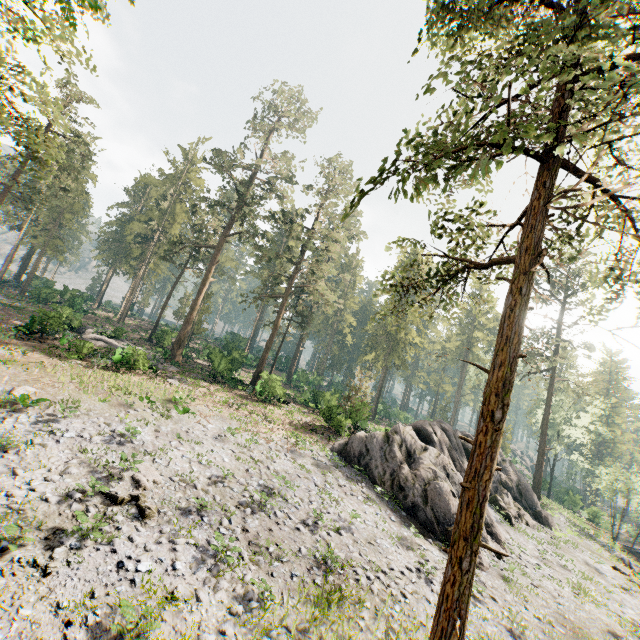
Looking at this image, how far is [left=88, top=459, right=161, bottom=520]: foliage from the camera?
11.5m

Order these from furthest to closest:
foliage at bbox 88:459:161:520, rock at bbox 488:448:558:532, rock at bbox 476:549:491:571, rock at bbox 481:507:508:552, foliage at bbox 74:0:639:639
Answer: rock at bbox 488:448:558:532 → rock at bbox 481:507:508:552 → rock at bbox 476:549:491:571 → foliage at bbox 88:459:161:520 → foliage at bbox 74:0:639:639

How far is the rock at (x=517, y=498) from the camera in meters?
26.1 m

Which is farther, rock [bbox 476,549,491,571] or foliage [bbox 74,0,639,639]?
rock [bbox 476,549,491,571]

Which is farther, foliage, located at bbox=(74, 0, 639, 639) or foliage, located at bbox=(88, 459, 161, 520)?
foliage, located at bbox=(88, 459, 161, 520)

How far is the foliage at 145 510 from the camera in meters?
11.5 m

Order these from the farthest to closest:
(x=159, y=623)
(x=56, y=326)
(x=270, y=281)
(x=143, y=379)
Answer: (x=270, y=281) → (x=56, y=326) → (x=143, y=379) → (x=159, y=623)
